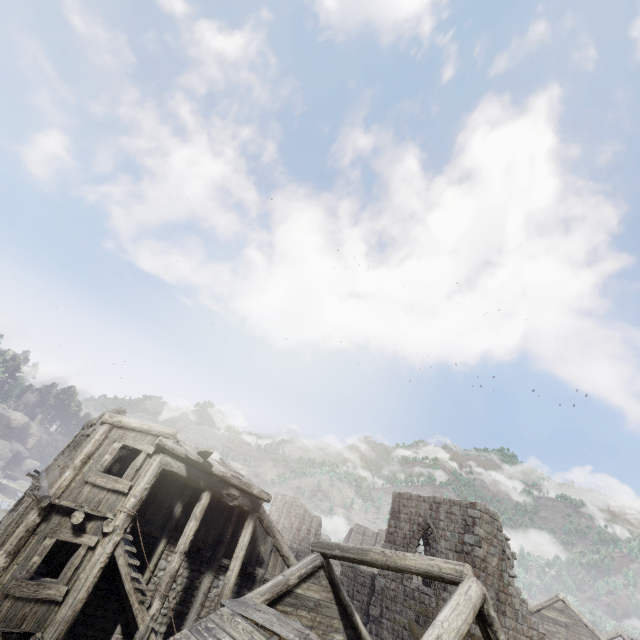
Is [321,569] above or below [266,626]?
above
